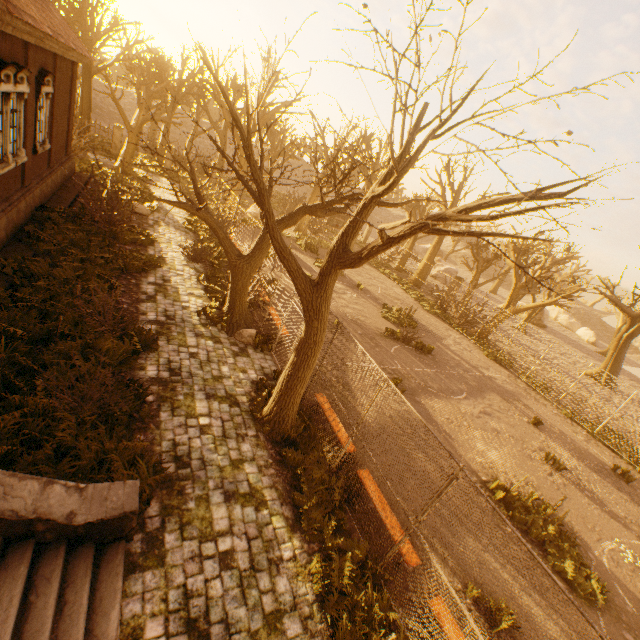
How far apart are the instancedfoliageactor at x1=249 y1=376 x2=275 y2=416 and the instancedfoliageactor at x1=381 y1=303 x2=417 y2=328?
11.75m

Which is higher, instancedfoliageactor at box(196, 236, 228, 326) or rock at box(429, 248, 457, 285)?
rock at box(429, 248, 457, 285)

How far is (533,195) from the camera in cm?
370

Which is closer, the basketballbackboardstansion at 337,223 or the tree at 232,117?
the tree at 232,117

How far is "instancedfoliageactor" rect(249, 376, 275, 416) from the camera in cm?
803

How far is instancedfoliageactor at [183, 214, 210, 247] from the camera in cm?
1783

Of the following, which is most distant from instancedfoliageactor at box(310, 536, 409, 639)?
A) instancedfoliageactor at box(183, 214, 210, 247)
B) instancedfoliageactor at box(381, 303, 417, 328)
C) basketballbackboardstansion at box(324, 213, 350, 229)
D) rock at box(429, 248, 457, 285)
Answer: rock at box(429, 248, 457, 285)

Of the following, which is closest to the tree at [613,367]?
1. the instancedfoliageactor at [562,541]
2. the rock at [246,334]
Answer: the rock at [246,334]
